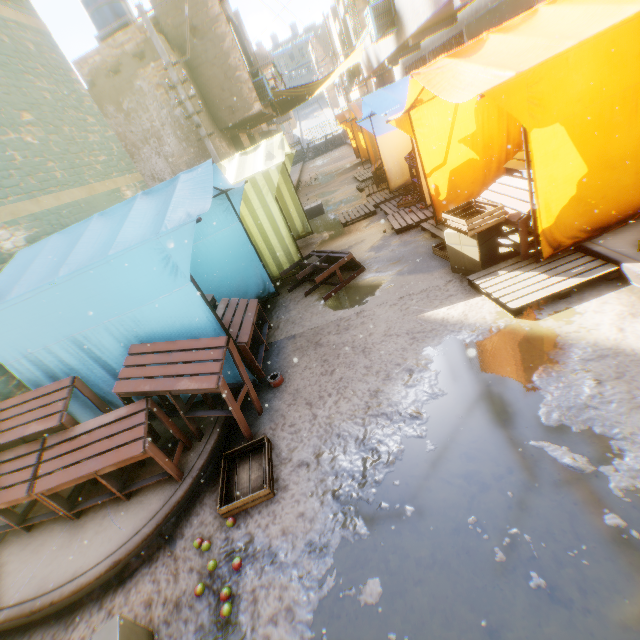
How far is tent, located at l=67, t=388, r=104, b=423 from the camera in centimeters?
421cm

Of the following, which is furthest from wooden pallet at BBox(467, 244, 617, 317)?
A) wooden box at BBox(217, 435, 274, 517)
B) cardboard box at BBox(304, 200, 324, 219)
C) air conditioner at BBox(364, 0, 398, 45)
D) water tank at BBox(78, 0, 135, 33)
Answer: water tank at BBox(78, 0, 135, 33)

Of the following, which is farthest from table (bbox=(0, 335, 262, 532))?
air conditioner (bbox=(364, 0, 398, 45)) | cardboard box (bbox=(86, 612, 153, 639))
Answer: air conditioner (bbox=(364, 0, 398, 45))

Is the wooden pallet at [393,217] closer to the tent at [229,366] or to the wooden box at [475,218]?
the tent at [229,366]

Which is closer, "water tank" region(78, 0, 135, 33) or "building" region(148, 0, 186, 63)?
"building" region(148, 0, 186, 63)

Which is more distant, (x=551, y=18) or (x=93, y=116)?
(x=93, y=116)

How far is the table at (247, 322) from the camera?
4.07m

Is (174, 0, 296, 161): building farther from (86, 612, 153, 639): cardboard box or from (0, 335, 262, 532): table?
(86, 612, 153, 639): cardboard box
